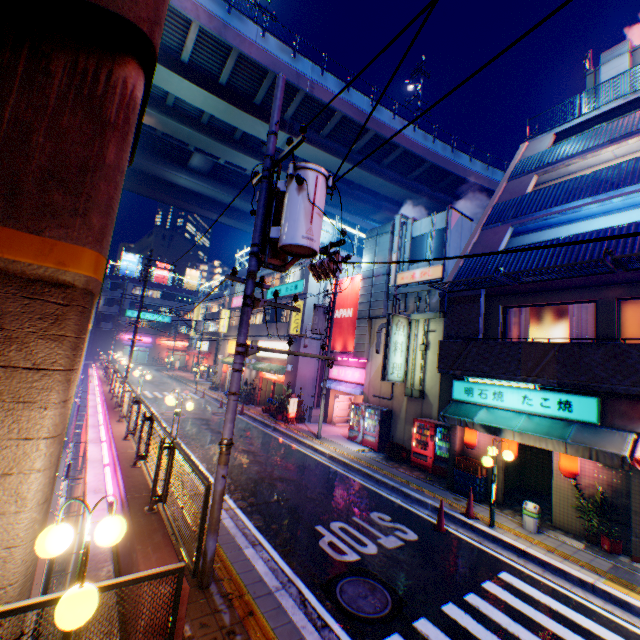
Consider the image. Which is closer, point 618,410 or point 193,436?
point 618,410

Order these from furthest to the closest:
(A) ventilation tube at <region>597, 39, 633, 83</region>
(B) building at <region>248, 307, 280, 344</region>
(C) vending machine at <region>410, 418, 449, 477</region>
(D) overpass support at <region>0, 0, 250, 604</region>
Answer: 1. (B) building at <region>248, 307, 280, 344</region>
2. (A) ventilation tube at <region>597, 39, 633, 83</region>
3. (C) vending machine at <region>410, 418, 449, 477</region>
4. (D) overpass support at <region>0, 0, 250, 604</region>

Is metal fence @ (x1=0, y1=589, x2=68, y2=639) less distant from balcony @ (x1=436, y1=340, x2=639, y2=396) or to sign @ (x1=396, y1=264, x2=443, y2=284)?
balcony @ (x1=436, y1=340, x2=639, y2=396)

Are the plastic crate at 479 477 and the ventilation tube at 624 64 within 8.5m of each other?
no

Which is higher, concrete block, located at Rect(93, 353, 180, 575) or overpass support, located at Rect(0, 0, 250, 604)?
overpass support, located at Rect(0, 0, 250, 604)

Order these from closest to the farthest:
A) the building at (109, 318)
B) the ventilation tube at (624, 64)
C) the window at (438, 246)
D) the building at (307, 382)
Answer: the ventilation tube at (624, 64) → the window at (438, 246) → the building at (307, 382) → the building at (109, 318)

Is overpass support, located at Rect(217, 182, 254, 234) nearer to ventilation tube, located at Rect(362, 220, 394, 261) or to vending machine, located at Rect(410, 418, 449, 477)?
vending machine, located at Rect(410, 418, 449, 477)

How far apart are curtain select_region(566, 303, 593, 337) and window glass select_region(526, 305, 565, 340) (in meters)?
0.02
